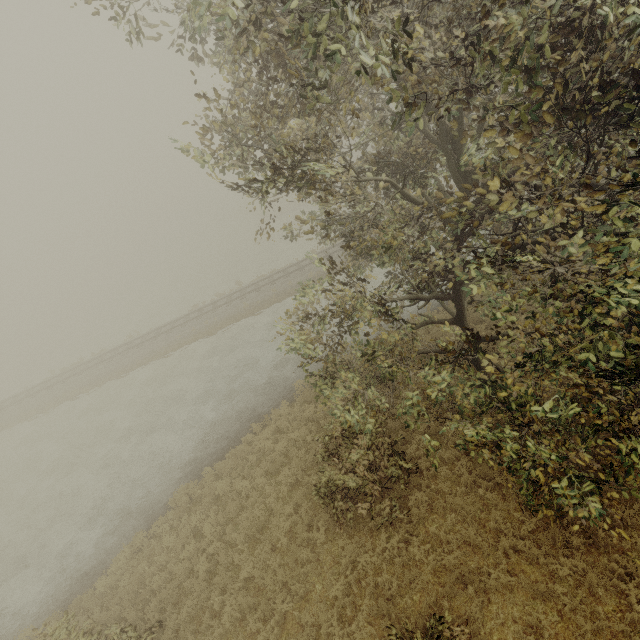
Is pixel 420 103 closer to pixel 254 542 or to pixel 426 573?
pixel 426 573
